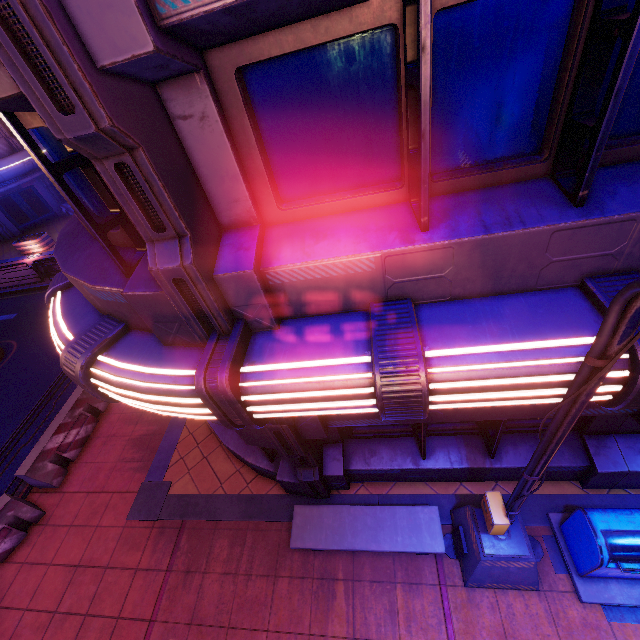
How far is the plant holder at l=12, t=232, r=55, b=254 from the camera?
20.1m

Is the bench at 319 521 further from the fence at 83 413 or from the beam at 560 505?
the fence at 83 413

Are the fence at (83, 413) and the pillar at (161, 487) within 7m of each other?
yes

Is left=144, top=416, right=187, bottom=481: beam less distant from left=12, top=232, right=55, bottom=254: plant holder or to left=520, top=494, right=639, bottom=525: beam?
left=520, top=494, right=639, bottom=525: beam

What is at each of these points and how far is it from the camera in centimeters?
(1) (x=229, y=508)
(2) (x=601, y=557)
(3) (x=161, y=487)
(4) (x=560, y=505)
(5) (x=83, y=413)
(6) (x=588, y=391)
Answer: (1) beam, 669cm
(2) trash can, 420cm
(3) pillar, 733cm
(4) beam, 552cm
(5) fence, 888cm
(6) street light, 214cm

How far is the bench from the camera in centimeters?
502cm

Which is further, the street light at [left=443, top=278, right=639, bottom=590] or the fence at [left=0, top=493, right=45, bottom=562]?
the fence at [left=0, top=493, right=45, bottom=562]

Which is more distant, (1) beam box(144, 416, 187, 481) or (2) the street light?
(1) beam box(144, 416, 187, 481)
